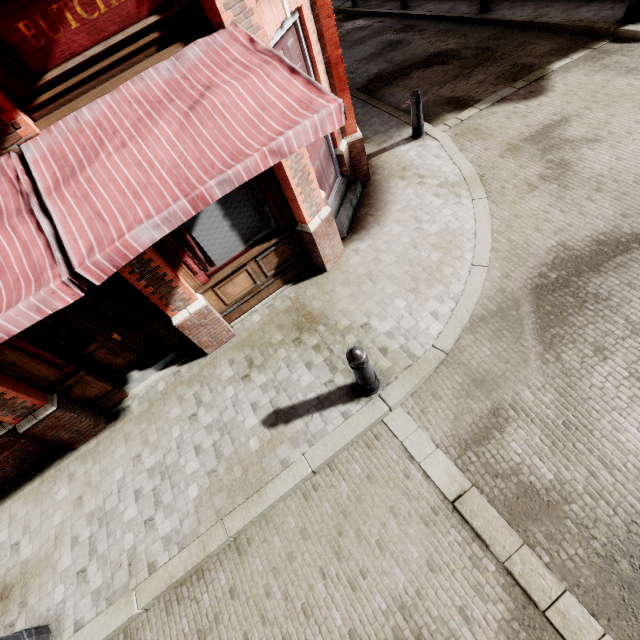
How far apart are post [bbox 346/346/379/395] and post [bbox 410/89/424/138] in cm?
609

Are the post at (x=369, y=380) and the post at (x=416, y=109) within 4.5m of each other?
no

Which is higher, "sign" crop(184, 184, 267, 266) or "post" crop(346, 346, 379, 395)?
"sign" crop(184, 184, 267, 266)

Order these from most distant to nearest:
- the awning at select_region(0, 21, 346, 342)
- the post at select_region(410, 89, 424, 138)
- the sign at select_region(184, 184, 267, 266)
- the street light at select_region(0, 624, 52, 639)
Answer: the post at select_region(410, 89, 424, 138) < the sign at select_region(184, 184, 267, 266) < the street light at select_region(0, 624, 52, 639) < the awning at select_region(0, 21, 346, 342)

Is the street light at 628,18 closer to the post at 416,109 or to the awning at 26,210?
the post at 416,109

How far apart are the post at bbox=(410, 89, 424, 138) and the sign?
4.7m

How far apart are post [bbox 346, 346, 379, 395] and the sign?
2.59m

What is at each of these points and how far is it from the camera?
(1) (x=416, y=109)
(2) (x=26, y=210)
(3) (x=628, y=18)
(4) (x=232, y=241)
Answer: (1) post, 7.1 meters
(2) awning, 2.6 meters
(3) street light, 7.6 meters
(4) sign, 5.1 meters
